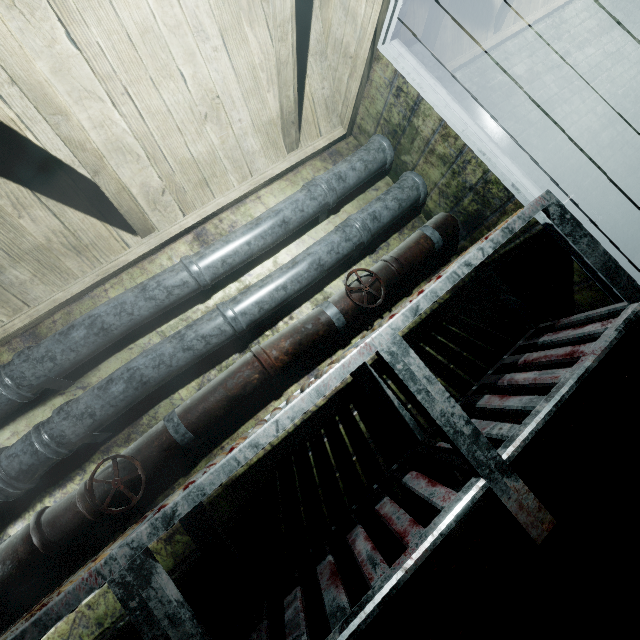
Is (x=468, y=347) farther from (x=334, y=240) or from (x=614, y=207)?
(x=614, y=207)

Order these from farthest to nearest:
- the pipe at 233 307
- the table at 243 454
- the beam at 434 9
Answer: the beam at 434 9 → the pipe at 233 307 → the table at 243 454

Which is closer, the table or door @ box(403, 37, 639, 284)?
the table

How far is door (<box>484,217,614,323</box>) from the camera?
1.62m

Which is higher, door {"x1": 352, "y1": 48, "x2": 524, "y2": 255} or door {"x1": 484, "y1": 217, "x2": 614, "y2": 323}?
door {"x1": 352, "y1": 48, "x2": 524, "y2": 255}

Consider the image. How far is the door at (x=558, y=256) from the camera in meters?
1.6

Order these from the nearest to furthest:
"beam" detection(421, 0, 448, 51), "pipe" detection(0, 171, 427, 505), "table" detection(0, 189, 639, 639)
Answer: "table" detection(0, 189, 639, 639) → "pipe" detection(0, 171, 427, 505) → "beam" detection(421, 0, 448, 51)
